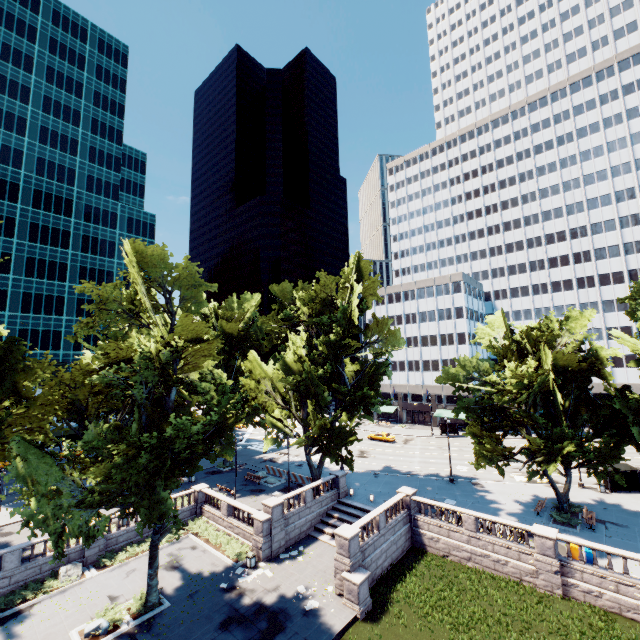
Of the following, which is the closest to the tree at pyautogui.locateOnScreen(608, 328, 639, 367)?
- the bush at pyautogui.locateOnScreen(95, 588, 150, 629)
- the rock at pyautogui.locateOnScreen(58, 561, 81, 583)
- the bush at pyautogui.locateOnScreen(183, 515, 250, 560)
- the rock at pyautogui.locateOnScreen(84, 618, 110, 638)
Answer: the bush at pyautogui.locateOnScreen(95, 588, 150, 629)

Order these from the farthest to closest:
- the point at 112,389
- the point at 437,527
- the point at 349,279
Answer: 1. the point at 349,279
2. the point at 437,527
3. the point at 112,389

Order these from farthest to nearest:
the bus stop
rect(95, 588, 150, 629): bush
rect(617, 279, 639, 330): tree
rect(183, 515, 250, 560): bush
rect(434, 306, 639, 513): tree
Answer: the bus stop, rect(617, 279, 639, 330): tree, rect(183, 515, 250, 560): bush, rect(434, 306, 639, 513): tree, rect(95, 588, 150, 629): bush

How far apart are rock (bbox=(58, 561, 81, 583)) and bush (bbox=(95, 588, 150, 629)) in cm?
531

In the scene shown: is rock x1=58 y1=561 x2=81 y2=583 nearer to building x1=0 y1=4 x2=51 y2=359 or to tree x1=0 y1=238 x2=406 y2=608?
tree x1=0 y1=238 x2=406 y2=608

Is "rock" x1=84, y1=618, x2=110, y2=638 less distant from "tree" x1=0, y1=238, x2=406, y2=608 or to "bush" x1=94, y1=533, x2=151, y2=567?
"tree" x1=0, y1=238, x2=406, y2=608

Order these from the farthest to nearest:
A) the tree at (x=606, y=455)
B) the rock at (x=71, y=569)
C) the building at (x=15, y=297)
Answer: the building at (x=15, y=297) → the tree at (x=606, y=455) → the rock at (x=71, y=569)

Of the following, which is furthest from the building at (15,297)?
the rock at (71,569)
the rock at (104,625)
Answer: the rock at (104,625)
